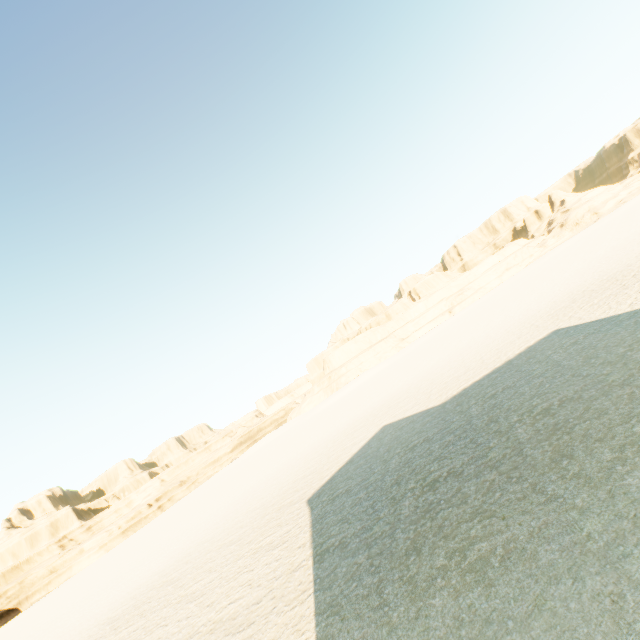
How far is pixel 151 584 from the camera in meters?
18.2 m
